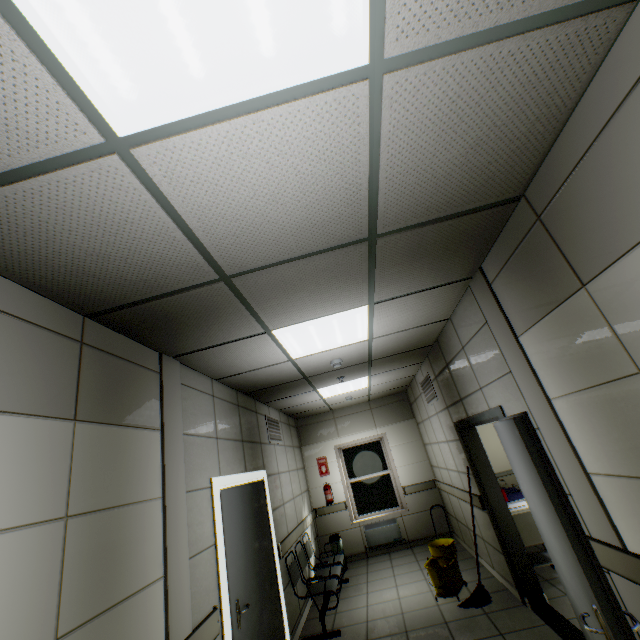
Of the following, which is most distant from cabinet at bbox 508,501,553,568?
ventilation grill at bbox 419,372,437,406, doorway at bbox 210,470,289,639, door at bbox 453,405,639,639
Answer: doorway at bbox 210,470,289,639

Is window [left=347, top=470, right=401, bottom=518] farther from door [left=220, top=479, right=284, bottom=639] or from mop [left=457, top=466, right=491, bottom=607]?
door [left=220, top=479, right=284, bottom=639]

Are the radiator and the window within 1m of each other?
yes

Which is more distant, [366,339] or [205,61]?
[366,339]

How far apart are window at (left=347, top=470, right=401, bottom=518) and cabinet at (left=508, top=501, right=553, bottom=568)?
3.53m

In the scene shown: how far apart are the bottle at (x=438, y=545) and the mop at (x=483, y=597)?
0.1 meters

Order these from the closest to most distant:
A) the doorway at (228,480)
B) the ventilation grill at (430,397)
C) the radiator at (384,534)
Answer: the doorway at (228,480), the ventilation grill at (430,397), the radiator at (384,534)

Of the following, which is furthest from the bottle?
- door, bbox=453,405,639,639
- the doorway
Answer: the doorway
